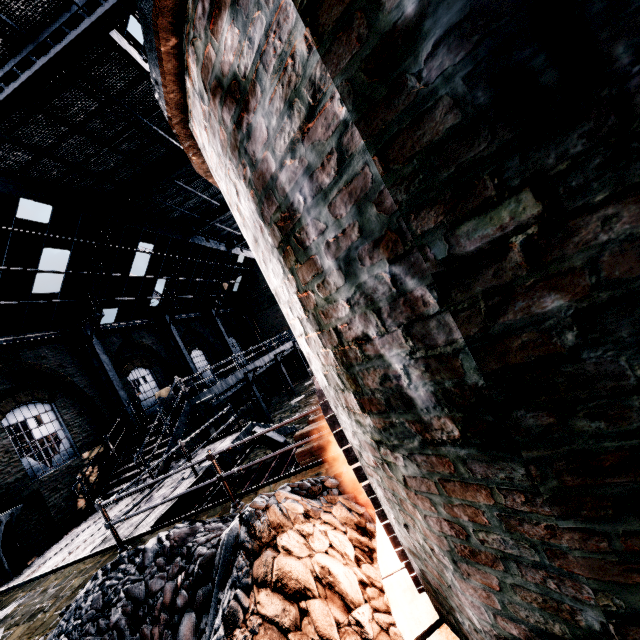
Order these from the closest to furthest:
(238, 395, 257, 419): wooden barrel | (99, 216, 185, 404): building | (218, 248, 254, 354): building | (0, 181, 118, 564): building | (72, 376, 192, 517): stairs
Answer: (0, 181, 118, 564): building, (72, 376, 192, 517): stairs, (99, 216, 185, 404): building, (238, 395, 257, 419): wooden barrel, (218, 248, 254, 354): building

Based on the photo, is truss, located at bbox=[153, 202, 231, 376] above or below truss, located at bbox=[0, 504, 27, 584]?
above

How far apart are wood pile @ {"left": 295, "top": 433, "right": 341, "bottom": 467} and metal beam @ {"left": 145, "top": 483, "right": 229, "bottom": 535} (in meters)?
1.92

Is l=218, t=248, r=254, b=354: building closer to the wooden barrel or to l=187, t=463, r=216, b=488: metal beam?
l=187, t=463, r=216, b=488: metal beam

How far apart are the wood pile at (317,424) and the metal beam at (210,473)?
1.9m

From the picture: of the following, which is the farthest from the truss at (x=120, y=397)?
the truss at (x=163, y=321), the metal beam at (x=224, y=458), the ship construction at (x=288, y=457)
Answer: the truss at (x=163, y=321)

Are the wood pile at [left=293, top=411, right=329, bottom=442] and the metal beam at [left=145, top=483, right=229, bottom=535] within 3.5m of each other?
yes

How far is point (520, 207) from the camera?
0.83m
